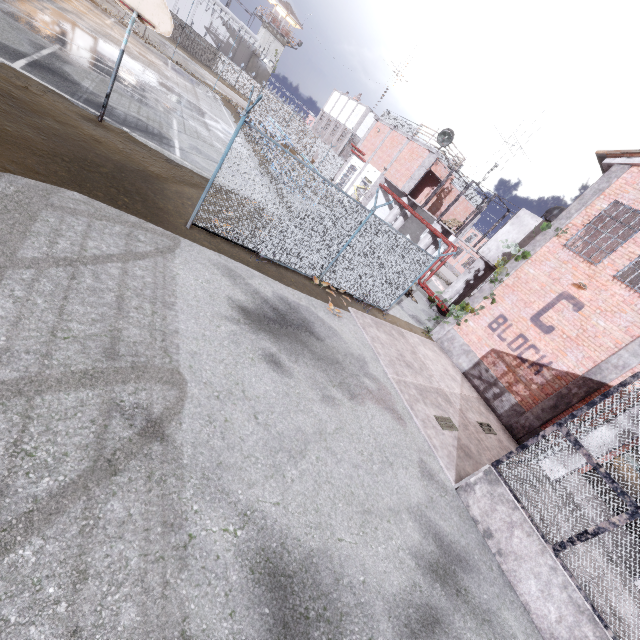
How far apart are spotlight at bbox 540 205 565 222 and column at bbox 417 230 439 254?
5.14m

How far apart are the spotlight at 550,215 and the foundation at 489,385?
9.3 meters

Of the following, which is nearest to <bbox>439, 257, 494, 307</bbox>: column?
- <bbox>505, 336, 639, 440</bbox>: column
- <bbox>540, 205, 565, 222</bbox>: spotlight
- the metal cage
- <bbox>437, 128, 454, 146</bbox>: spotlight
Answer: <bbox>540, 205, 565, 222</bbox>: spotlight

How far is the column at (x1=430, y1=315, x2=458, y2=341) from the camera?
14.34m

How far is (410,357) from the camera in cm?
1102

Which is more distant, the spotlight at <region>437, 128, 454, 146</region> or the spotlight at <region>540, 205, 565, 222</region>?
the spotlight at <region>437, 128, 454, 146</region>

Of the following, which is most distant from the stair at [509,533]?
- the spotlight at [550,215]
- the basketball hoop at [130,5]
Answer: the spotlight at [550,215]

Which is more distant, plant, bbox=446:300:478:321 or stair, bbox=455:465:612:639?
plant, bbox=446:300:478:321
